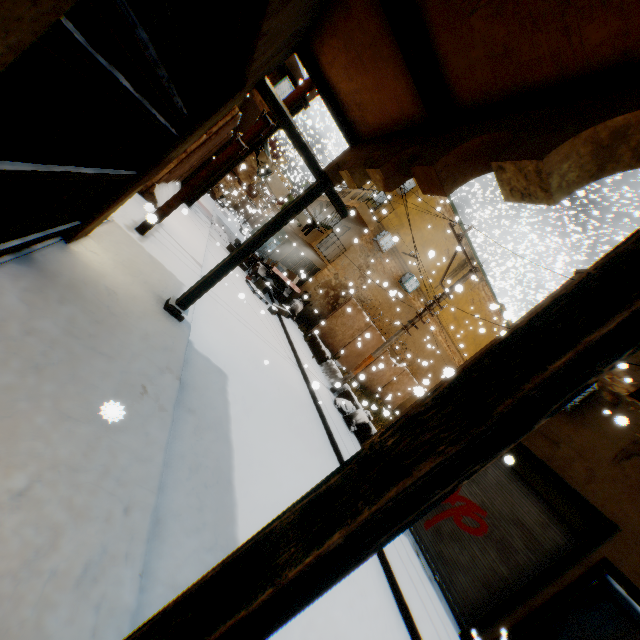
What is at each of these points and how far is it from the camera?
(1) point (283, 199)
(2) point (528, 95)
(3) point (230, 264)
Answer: (1) clothes, 16.7 meters
(2) building, 2.1 meters
(3) wooden beam, 4.9 meters

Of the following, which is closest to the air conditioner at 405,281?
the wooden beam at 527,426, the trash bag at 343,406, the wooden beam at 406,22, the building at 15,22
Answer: the building at 15,22

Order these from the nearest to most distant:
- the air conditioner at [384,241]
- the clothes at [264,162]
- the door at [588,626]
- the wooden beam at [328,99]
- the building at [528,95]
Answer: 1. the building at [528,95]
2. the wooden beam at [328,99]
3. the door at [588,626]
4. the clothes at [264,162]
5. the air conditioner at [384,241]

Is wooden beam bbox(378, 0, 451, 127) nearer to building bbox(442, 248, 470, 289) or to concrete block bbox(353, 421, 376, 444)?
building bbox(442, 248, 470, 289)

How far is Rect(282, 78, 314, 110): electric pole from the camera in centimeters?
608cm

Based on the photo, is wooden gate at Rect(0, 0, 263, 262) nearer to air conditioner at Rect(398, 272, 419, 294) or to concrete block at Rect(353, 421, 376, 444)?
concrete block at Rect(353, 421, 376, 444)

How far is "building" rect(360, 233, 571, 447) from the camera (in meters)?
9.62

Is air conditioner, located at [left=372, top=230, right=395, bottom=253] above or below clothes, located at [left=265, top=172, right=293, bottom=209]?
above
